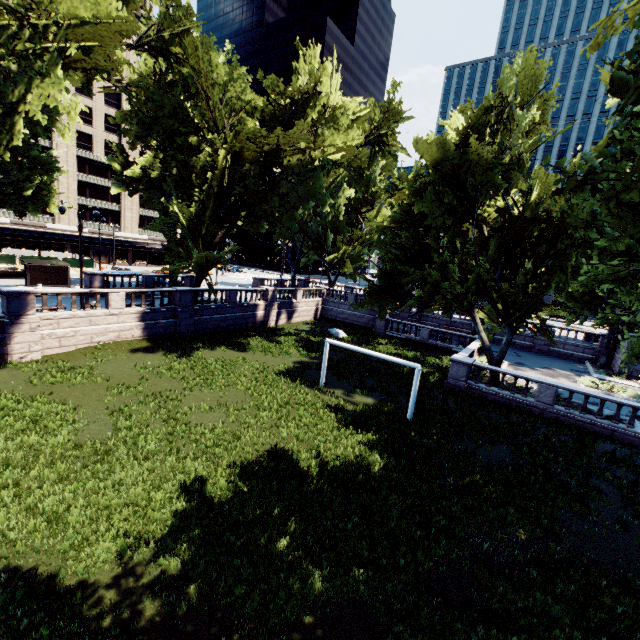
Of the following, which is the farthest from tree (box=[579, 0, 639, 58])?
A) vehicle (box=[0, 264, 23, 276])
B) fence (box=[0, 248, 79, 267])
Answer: fence (box=[0, 248, 79, 267])

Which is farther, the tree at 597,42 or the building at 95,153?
the building at 95,153

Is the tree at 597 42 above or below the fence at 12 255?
above

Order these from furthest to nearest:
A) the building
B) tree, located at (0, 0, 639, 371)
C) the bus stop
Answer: the building, the bus stop, tree, located at (0, 0, 639, 371)

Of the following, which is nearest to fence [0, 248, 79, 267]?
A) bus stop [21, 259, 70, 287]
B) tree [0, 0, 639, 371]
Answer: bus stop [21, 259, 70, 287]

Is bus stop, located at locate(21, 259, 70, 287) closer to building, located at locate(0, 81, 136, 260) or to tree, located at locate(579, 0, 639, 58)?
tree, located at locate(579, 0, 639, 58)

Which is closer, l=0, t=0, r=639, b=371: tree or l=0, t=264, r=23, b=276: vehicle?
l=0, t=0, r=639, b=371: tree

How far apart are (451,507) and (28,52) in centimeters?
2507cm
